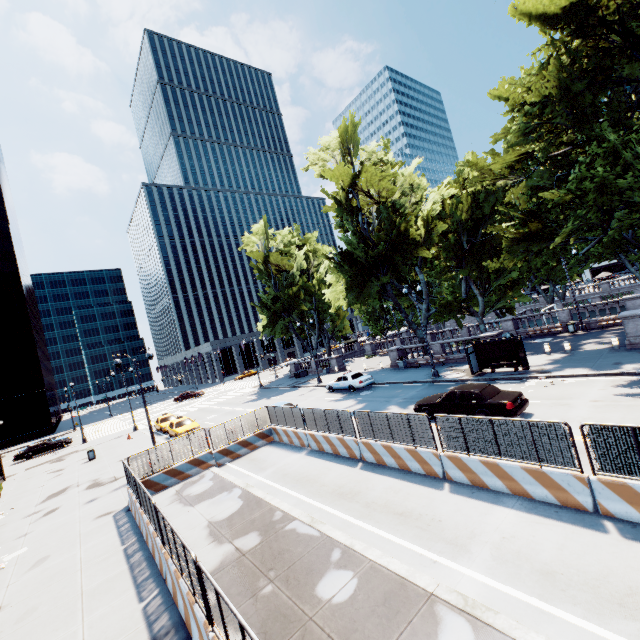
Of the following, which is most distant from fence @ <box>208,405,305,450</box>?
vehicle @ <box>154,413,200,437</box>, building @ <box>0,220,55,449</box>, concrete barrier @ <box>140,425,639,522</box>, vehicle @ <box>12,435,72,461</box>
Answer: building @ <box>0,220,55,449</box>

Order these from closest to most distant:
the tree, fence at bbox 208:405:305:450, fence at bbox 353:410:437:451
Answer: fence at bbox 353:410:437:451, the tree, fence at bbox 208:405:305:450

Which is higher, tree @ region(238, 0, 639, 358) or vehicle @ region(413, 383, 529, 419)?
tree @ region(238, 0, 639, 358)

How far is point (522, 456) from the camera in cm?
895

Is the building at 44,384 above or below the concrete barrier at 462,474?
above

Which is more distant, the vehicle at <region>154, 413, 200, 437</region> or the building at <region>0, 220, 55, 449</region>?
the building at <region>0, 220, 55, 449</region>

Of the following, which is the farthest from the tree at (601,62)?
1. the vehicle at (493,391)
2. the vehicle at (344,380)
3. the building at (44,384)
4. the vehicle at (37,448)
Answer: the building at (44,384)

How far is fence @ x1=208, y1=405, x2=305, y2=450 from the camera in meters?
18.0 m
